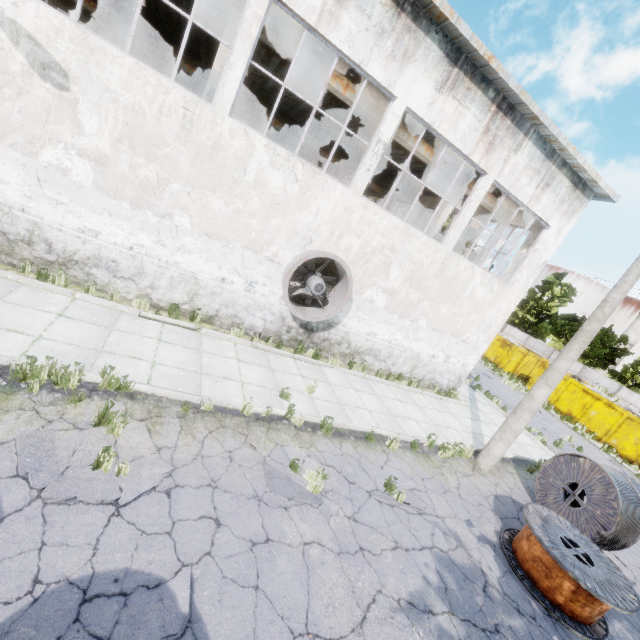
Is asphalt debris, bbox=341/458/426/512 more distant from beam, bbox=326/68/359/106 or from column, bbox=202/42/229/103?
beam, bbox=326/68/359/106

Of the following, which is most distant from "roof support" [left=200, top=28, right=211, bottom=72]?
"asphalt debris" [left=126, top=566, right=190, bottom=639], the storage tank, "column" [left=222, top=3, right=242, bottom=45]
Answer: the storage tank

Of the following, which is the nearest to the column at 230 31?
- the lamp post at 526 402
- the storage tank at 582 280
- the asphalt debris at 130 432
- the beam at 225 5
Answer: the beam at 225 5

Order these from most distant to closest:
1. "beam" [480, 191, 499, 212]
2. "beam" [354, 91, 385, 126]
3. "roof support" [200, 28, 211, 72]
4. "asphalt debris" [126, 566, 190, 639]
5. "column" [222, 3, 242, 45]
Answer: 1. "beam" [480, 191, 499, 212]
2. "roof support" [200, 28, 211, 72]
3. "beam" [354, 91, 385, 126]
4. "column" [222, 3, 242, 45]
5. "asphalt debris" [126, 566, 190, 639]

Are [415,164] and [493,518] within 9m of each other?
no

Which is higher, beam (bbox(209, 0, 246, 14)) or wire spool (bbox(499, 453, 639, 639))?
beam (bbox(209, 0, 246, 14))

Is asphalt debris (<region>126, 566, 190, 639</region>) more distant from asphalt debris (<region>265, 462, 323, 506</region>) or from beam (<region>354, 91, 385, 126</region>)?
beam (<region>354, 91, 385, 126</region>)

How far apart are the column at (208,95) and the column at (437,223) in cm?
947
